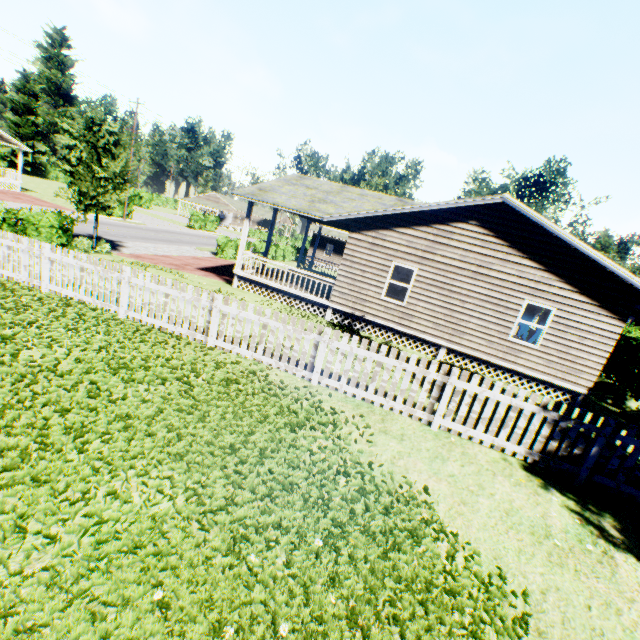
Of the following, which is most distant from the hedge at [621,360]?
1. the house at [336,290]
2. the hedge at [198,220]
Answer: the hedge at [198,220]

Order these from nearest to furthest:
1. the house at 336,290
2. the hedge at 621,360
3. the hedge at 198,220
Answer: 1. the house at 336,290
2. the hedge at 621,360
3. the hedge at 198,220

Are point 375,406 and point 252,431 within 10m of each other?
yes

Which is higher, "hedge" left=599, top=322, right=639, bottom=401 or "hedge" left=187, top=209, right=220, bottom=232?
"hedge" left=599, top=322, right=639, bottom=401

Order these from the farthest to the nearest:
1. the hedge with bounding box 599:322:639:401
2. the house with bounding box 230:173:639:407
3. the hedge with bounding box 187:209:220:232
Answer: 1. the hedge with bounding box 187:209:220:232
2. the hedge with bounding box 599:322:639:401
3. the house with bounding box 230:173:639:407

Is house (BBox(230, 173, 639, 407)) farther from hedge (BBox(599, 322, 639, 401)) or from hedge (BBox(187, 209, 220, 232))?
hedge (BBox(187, 209, 220, 232))

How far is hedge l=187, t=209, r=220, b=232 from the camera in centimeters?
4703cm
